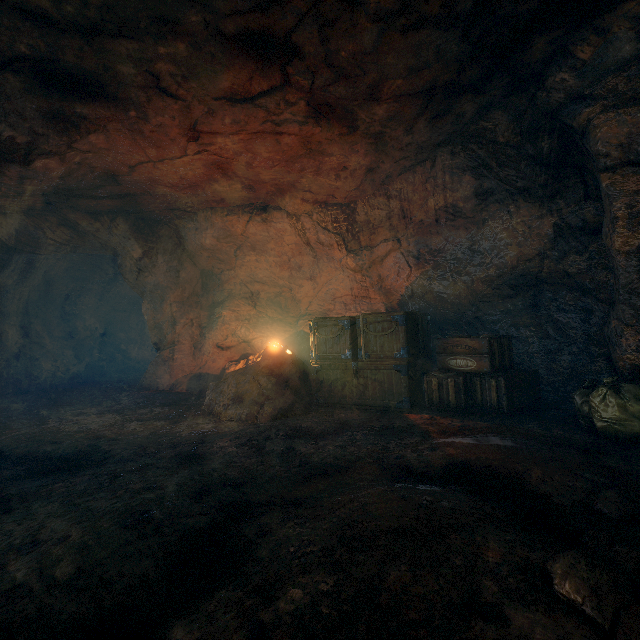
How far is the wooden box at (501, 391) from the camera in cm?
531

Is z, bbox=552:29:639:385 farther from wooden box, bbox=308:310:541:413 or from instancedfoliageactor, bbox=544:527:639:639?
instancedfoliageactor, bbox=544:527:639:639

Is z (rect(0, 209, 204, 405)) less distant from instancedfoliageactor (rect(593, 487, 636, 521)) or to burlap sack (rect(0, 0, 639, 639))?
burlap sack (rect(0, 0, 639, 639))

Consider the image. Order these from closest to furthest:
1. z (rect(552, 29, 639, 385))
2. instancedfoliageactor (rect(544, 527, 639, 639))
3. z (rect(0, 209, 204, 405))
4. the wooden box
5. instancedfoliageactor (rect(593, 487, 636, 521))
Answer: instancedfoliageactor (rect(544, 527, 639, 639)) < instancedfoliageactor (rect(593, 487, 636, 521)) < z (rect(552, 29, 639, 385)) < the wooden box < z (rect(0, 209, 204, 405))

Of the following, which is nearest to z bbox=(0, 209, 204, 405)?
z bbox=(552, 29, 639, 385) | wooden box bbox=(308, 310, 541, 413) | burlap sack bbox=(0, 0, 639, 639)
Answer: burlap sack bbox=(0, 0, 639, 639)

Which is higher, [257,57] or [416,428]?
[257,57]

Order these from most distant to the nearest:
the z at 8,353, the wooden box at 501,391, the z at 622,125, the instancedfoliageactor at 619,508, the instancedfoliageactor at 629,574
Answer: the z at 8,353
the wooden box at 501,391
the z at 622,125
the instancedfoliageactor at 619,508
the instancedfoliageactor at 629,574

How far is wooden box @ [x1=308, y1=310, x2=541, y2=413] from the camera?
5.3m
